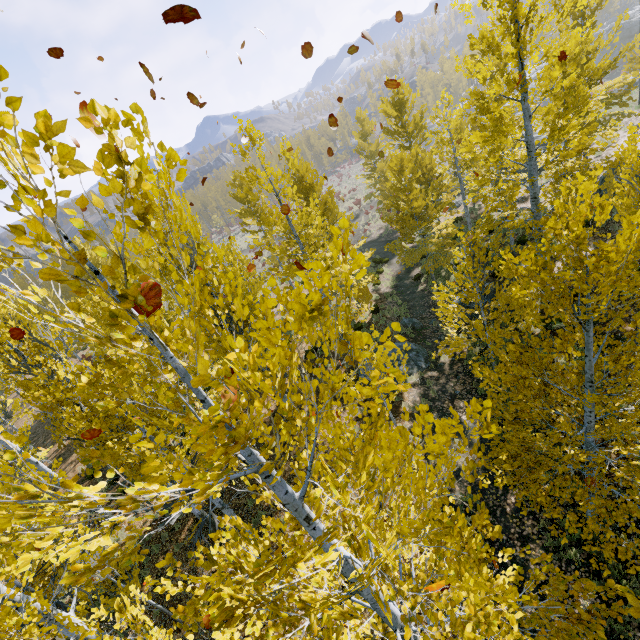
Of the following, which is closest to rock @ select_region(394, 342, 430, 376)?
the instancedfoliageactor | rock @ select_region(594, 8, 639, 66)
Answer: the instancedfoliageactor

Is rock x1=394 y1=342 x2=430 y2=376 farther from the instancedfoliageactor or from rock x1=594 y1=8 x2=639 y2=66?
rock x1=594 y1=8 x2=639 y2=66

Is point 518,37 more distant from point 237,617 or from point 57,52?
point 237,617

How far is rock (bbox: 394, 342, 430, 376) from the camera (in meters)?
13.22

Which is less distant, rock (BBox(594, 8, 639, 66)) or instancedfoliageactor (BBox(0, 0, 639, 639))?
instancedfoliageactor (BBox(0, 0, 639, 639))

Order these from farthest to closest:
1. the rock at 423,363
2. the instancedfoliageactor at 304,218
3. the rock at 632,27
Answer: the rock at 632,27
the rock at 423,363
the instancedfoliageactor at 304,218

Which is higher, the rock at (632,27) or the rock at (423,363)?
the rock at (632,27)
